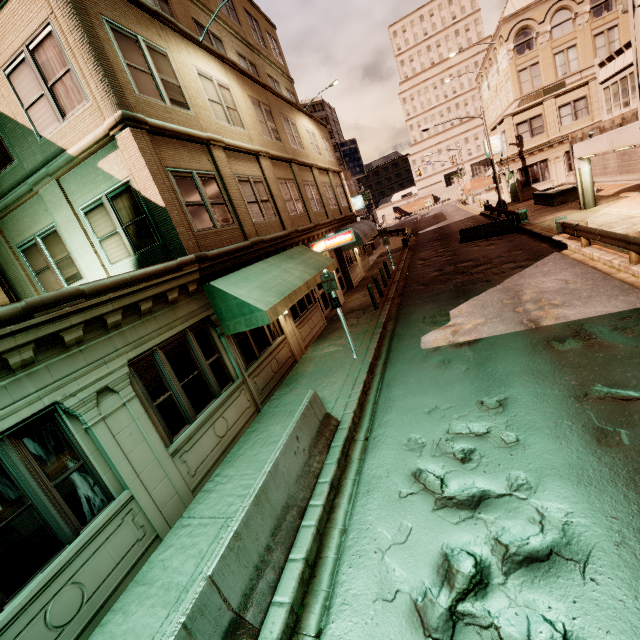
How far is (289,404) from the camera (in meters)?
9.27

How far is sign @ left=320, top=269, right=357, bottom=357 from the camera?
10.0 meters

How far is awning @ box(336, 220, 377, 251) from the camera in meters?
20.7 m

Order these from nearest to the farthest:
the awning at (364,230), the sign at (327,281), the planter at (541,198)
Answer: the sign at (327,281) < the awning at (364,230) < the planter at (541,198)

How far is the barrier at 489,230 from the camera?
20.73m

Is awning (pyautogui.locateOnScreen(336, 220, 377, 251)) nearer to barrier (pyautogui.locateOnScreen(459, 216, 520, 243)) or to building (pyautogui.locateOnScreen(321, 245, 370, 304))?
building (pyautogui.locateOnScreen(321, 245, 370, 304))

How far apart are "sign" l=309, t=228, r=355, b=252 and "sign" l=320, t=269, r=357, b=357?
5.9m

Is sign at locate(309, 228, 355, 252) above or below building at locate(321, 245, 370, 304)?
above
